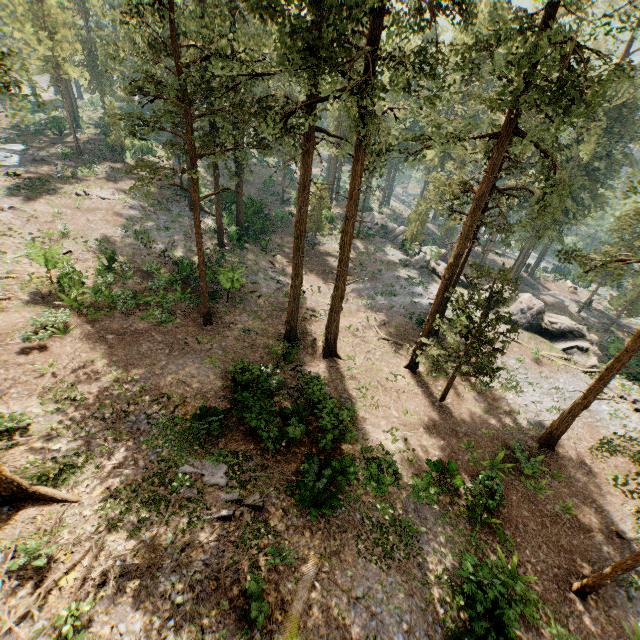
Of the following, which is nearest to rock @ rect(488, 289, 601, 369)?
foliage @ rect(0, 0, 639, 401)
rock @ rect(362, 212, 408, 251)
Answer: rock @ rect(362, 212, 408, 251)

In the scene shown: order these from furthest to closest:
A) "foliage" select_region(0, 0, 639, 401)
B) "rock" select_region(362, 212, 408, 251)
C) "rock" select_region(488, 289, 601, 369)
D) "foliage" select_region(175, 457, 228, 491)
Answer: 1. "rock" select_region(362, 212, 408, 251)
2. "rock" select_region(488, 289, 601, 369)
3. "foliage" select_region(175, 457, 228, 491)
4. "foliage" select_region(0, 0, 639, 401)

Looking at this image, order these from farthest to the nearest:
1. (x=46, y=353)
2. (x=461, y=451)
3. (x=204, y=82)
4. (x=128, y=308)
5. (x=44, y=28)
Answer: (x=44, y=28) < (x=128, y=308) < (x=461, y=451) < (x=46, y=353) < (x=204, y=82)

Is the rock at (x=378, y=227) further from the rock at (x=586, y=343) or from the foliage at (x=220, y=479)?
the foliage at (x=220, y=479)

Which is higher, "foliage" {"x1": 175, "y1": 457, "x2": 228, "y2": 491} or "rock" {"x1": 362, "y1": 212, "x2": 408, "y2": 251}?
"foliage" {"x1": 175, "y1": 457, "x2": 228, "y2": 491}

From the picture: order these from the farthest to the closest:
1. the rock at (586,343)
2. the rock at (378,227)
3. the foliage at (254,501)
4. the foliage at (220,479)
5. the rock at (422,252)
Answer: the rock at (378,227) < the rock at (422,252) < the rock at (586,343) < the foliage at (220,479) < the foliage at (254,501)
